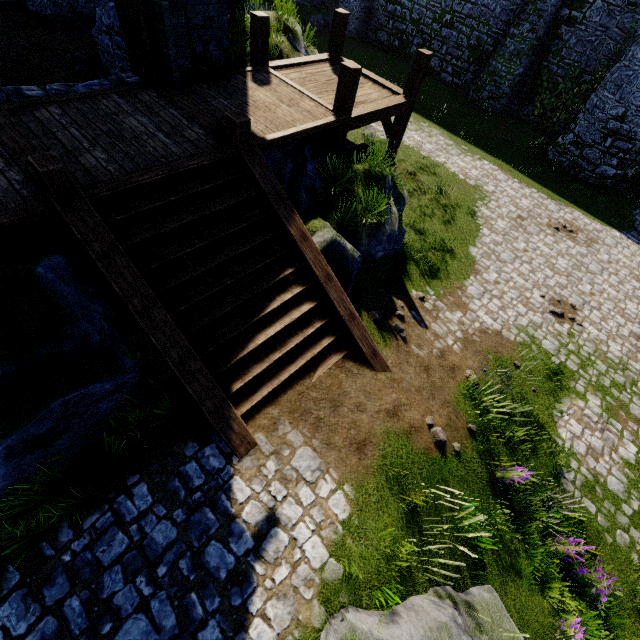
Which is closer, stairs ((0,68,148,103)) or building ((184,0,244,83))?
stairs ((0,68,148,103))

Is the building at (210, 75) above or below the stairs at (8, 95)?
above

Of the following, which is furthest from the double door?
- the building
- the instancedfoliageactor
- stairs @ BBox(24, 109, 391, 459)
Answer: the instancedfoliageactor

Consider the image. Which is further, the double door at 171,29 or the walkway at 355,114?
the walkway at 355,114

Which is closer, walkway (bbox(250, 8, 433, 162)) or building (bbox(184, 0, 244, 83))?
building (bbox(184, 0, 244, 83))

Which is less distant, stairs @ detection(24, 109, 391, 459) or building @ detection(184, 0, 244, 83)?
stairs @ detection(24, 109, 391, 459)

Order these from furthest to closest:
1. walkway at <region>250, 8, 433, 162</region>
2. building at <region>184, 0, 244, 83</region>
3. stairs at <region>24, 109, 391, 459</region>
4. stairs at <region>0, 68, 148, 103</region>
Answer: walkway at <region>250, 8, 433, 162</region> < building at <region>184, 0, 244, 83</region> < stairs at <region>0, 68, 148, 103</region> < stairs at <region>24, 109, 391, 459</region>

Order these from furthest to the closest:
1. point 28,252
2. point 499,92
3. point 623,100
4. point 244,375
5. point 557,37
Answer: point 499,92
point 557,37
point 623,100
point 244,375
point 28,252
